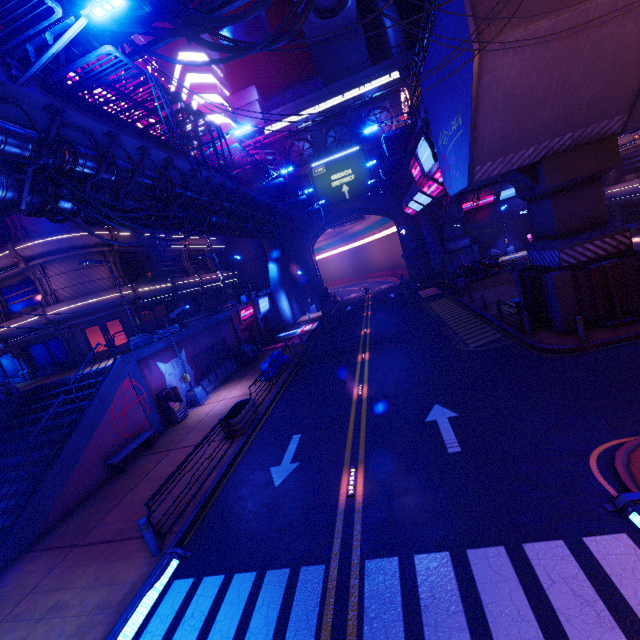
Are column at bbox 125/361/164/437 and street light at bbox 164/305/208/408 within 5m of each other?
yes

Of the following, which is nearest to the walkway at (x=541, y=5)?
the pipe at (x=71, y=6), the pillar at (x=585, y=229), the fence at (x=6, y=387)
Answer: the pillar at (x=585, y=229)

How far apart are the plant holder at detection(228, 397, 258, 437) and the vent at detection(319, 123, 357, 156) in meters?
37.6 m

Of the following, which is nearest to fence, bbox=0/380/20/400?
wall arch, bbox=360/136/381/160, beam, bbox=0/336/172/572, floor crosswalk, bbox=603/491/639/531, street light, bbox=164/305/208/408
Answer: beam, bbox=0/336/172/572

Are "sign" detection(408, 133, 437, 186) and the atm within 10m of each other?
no

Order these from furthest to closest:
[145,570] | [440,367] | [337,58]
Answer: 1. [337,58]
2. [440,367]
3. [145,570]

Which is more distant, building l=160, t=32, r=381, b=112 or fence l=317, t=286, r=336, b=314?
building l=160, t=32, r=381, b=112

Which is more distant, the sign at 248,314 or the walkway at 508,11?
the sign at 248,314
